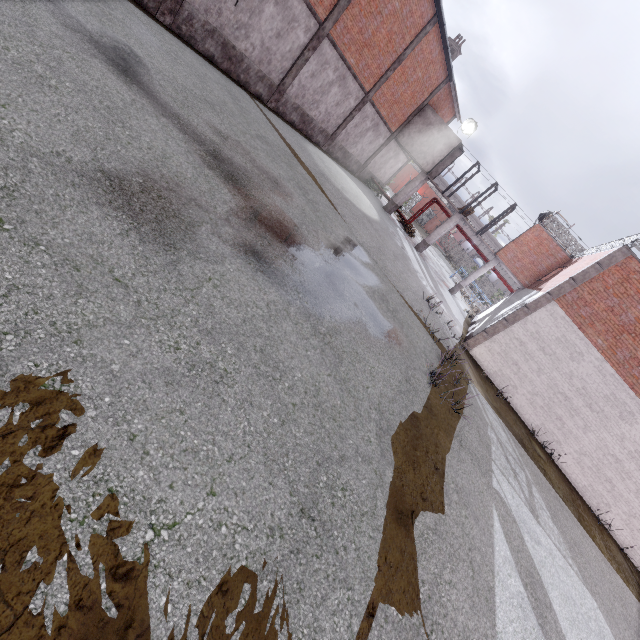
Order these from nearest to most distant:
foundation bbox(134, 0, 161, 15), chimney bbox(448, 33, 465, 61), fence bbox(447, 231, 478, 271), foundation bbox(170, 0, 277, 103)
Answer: foundation bbox(134, 0, 161, 15)
foundation bbox(170, 0, 277, 103)
chimney bbox(448, 33, 465, 61)
fence bbox(447, 231, 478, 271)

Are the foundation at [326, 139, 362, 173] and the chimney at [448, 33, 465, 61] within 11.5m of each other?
yes

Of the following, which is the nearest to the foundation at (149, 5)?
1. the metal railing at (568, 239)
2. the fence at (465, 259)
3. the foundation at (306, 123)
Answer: the foundation at (306, 123)

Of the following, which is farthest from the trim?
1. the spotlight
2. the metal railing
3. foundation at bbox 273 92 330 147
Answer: foundation at bbox 273 92 330 147

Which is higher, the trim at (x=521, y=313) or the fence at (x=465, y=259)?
the trim at (x=521, y=313)

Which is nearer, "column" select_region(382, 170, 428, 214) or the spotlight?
the spotlight

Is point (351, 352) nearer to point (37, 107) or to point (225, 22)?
point (37, 107)

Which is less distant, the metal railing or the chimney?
the metal railing
